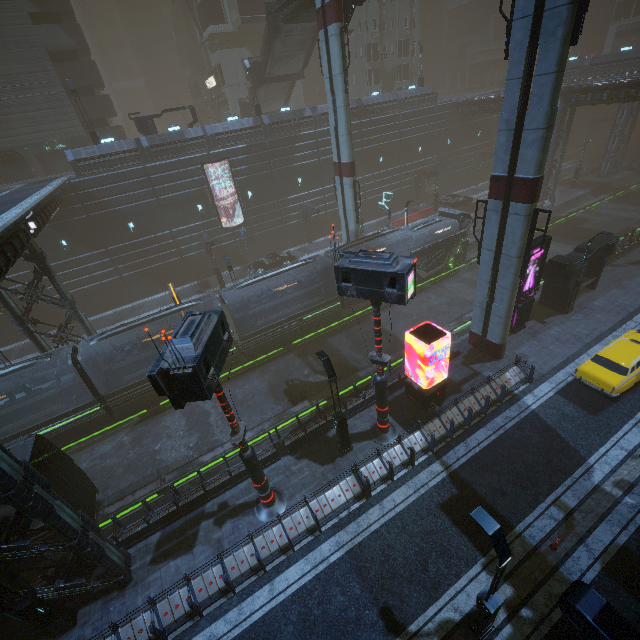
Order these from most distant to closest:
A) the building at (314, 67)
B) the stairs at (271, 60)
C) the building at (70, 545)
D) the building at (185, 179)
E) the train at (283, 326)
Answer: the building at (314, 67), the stairs at (271, 60), the train at (283, 326), the building at (185, 179), the building at (70, 545)

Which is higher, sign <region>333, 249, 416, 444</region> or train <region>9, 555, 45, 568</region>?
sign <region>333, 249, 416, 444</region>

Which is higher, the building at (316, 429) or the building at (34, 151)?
→ the building at (34, 151)

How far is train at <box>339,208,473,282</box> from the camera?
25.1m

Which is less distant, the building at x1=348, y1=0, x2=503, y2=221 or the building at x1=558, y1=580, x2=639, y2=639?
the building at x1=558, y1=580, x2=639, y2=639

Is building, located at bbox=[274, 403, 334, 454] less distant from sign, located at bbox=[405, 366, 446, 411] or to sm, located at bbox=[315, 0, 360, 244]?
sign, located at bbox=[405, 366, 446, 411]

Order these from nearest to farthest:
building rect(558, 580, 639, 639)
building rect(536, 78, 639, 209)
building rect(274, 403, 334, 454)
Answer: building rect(558, 580, 639, 639), building rect(274, 403, 334, 454), building rect(536, 78, 639, 209)

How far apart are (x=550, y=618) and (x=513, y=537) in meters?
2.2
